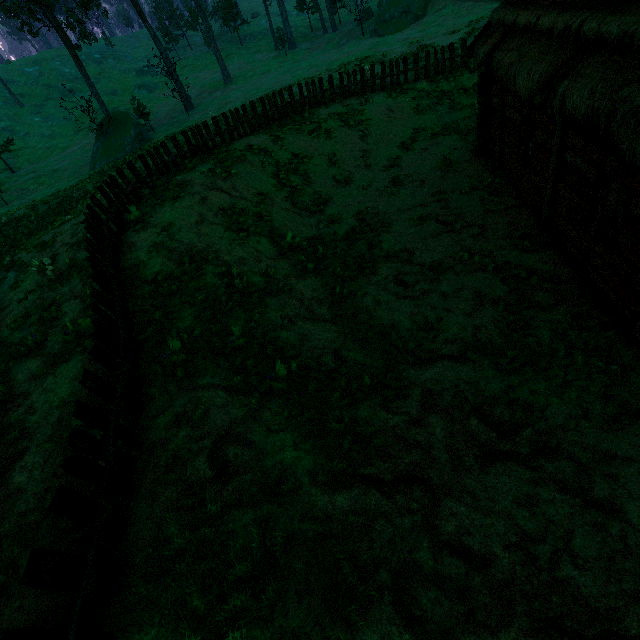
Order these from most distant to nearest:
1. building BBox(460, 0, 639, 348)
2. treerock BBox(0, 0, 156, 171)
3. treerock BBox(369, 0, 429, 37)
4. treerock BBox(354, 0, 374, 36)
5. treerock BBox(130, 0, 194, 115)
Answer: treerock BBox(354, 0, 374, 36), treerock BBox(369, 0, 429, 37), treerock BBox(130, 0, 194, 115), treerock BBox(0, 0, 156, 171), building BBox(460, 0, 639, 348)

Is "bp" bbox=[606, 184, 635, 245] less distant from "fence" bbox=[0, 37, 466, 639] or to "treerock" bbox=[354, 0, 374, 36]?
"treerock" bbox=[354, 0, 374, 36]

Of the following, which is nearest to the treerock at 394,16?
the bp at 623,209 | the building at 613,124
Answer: the building at 613,124

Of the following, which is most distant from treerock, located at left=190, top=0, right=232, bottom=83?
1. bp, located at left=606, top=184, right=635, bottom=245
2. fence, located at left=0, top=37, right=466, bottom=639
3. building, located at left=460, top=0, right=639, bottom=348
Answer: bp, located at left=606, top=184, right=635, bottom=245

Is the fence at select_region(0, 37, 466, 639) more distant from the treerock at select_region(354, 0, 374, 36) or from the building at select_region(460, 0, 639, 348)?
the treerock at select_region(354, 0, 374, 36)

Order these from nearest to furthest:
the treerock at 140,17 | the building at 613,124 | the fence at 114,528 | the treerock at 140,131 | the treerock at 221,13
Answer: the fence at 114,528 → the building at 613,124 → the treerock at 140,131 → the treerock at 140,17 → the treerock at 221,13

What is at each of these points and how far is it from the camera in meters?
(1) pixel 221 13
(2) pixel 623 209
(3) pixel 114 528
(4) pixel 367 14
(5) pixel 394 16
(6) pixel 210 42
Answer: (1) treerock, 57.6 m
(2) bp, 5.7 m
(3) fence, 4.1 m
(4) treerock, 46.8 m
(5) treerock, 37.5 m
(6) treerock, 44.1 m

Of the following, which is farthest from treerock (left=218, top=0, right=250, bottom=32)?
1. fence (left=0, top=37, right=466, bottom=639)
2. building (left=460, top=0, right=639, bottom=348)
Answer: fence (left=0, top=37, right=466, bottom=639)
